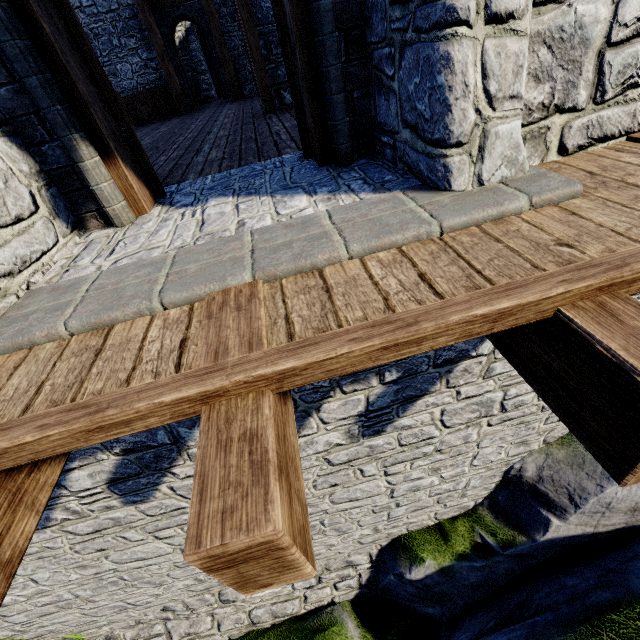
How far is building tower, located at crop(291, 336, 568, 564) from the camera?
3.5m

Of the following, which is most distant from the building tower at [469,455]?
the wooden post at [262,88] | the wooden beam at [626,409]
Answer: the wooden post at [262,88]

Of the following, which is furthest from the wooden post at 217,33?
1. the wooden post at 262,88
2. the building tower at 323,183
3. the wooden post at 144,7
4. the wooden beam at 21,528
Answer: the wooden beam at 21,528

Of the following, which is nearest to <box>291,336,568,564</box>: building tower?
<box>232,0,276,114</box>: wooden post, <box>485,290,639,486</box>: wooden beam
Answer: <box>485,290,639,486</box>: wooden beam

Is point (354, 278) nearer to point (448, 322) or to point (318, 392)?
point (448, 322)

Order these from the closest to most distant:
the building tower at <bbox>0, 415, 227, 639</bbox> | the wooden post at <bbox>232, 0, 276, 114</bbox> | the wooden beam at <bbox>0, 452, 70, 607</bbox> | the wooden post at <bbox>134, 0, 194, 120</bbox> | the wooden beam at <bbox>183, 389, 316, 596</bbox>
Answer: the wooden beam at <bbox>183, 389, 316, 596</bbox> → the wooden beam at <bbox>0, 452, 70, 607</bbox> → the building tower at <bbox>0, 415, 227, 639</bbox> → the wooden post at <bbox>232, 0, 276, 114</bbox> → the wooden post at <bbox>134, 0, 194, 120</bbox>
